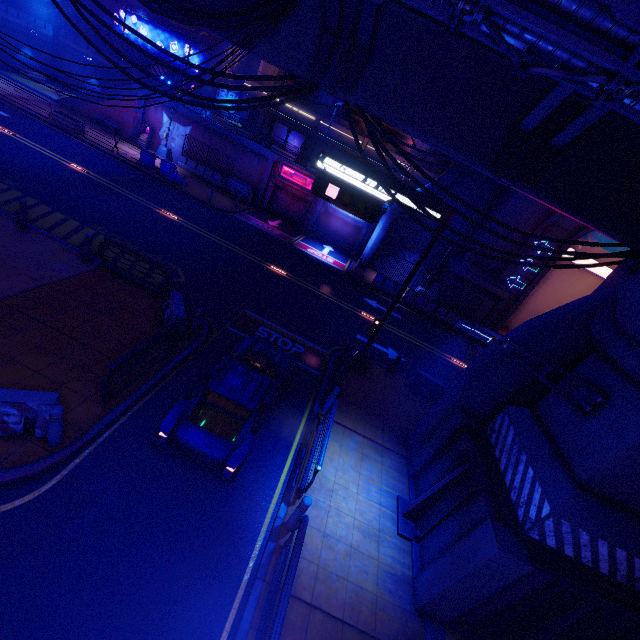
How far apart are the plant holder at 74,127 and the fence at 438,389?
29.59m

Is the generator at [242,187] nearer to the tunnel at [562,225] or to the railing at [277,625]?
the tunnel at [562,225]

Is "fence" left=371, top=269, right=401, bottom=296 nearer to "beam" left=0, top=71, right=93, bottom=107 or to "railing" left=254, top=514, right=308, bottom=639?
"beam" left=0, top=71, right=93, bottom=107

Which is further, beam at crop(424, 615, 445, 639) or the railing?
beam at crop(424, 615, 445, 639)

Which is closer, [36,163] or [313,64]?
[313,64]

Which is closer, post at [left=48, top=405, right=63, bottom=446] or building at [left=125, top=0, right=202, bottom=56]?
post at [left=48, top=405, right=63, bottom=446]

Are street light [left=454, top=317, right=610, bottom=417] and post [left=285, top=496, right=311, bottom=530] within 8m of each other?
yes

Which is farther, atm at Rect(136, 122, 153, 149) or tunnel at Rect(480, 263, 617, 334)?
atm at Rect(136, 122, 153, 149)
